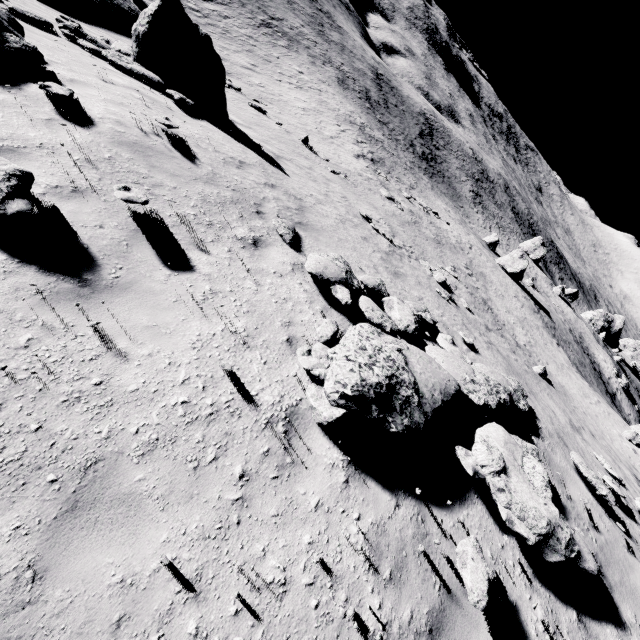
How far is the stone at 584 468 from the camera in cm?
651

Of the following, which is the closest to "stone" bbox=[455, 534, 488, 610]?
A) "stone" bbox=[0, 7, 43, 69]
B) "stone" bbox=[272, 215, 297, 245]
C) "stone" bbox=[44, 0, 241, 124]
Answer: "stone" bbox=[272, 215, 297, 245]

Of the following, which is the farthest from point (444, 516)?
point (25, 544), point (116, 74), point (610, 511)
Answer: point (116, 74)

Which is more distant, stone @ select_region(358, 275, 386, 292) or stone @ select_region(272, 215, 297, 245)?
stone @ select_region(358, 275, 386, 292)

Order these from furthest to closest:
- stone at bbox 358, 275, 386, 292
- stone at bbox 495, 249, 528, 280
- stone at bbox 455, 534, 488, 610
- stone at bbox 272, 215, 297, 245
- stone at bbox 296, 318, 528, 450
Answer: stone at bbox 495, 249, 528, 280
stone at bbox 358, 275, 386, 292
stone at bbox 272, 215, 297, 245
stone at bbox 296, 318, 528, 450
stone at bbox 455, 534, 488, 610

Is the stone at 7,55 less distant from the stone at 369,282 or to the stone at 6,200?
the stone at 6,200

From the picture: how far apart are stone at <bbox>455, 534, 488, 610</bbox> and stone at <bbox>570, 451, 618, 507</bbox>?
4.21m

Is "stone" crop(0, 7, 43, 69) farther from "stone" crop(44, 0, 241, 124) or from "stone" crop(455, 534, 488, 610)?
"stone" crop(455, 534, 488, 610)
